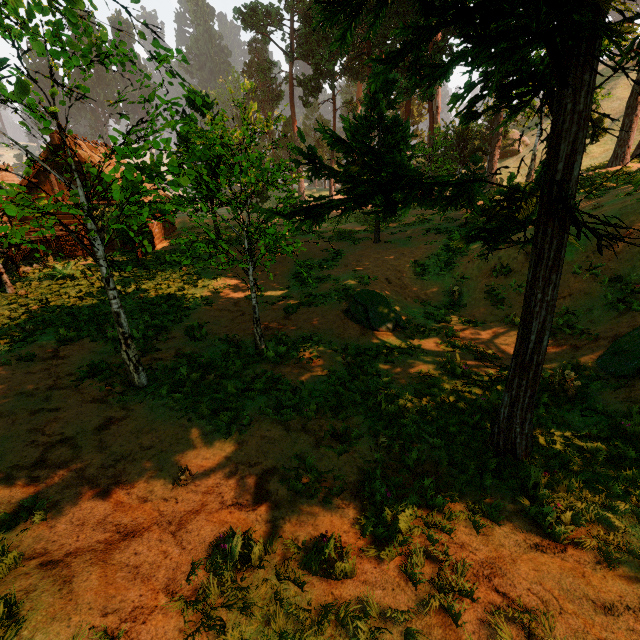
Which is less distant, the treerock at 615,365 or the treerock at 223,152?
the treerock at 223,152

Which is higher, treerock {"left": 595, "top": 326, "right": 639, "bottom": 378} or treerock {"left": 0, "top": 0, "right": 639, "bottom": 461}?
treerock {"left": 0, "top": 0, "right": 639, "bottom": 461}

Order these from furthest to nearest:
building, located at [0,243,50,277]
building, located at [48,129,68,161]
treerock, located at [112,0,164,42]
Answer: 1. building, located at [48,129,68,161]
2. building, located at [0,243,50,277]
3. treerock, located at [112,0,164,42]

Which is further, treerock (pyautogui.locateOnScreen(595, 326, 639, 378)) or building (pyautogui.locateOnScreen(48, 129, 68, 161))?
building (pyautogui.locateOnScreen(48, 129, 68, 161))

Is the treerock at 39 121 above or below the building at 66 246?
above

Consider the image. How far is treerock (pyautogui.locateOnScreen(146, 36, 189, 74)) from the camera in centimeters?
457cm

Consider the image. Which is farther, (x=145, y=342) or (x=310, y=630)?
(x=145, y=342)

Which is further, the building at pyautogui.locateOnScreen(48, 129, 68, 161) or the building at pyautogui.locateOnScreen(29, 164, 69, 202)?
the building at pyautogui.locateOnScreen(29, 164, 69, 202)
